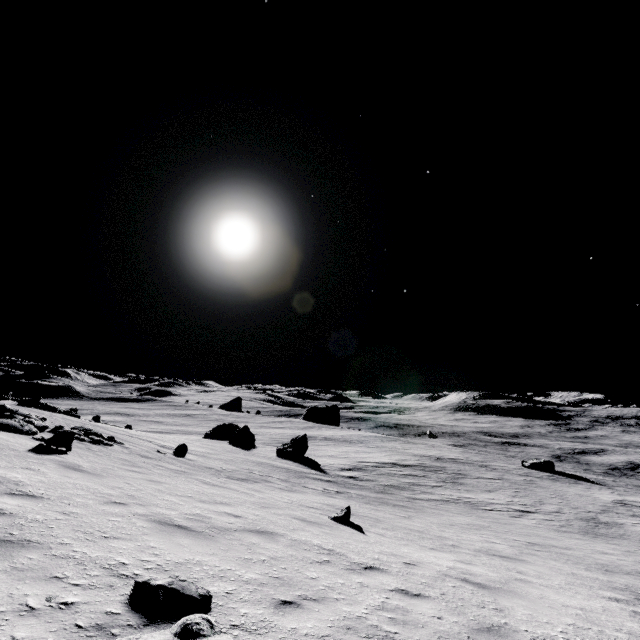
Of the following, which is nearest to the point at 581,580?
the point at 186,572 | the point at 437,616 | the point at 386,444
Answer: the point at 437,616

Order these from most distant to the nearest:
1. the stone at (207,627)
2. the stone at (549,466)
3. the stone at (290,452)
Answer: the stone at (549,466)
the stone at (290,452)
the stone at (207,627)

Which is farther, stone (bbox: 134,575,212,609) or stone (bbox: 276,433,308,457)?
stone (bbox: 276,433,308,457)

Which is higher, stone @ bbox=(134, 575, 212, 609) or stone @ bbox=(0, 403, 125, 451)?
stone @ bbox=(0, 403, 125, 451)

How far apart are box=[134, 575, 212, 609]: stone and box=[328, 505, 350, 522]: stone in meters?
7.3

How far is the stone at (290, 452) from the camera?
27.67m

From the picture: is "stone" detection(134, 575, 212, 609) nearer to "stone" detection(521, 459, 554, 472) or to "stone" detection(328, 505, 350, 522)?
"stone" detection(328, 505, 350, 522)

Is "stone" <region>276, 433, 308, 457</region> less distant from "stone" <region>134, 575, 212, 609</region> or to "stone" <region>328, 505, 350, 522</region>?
"stone" <region>328, 505, 350, 522</region>
